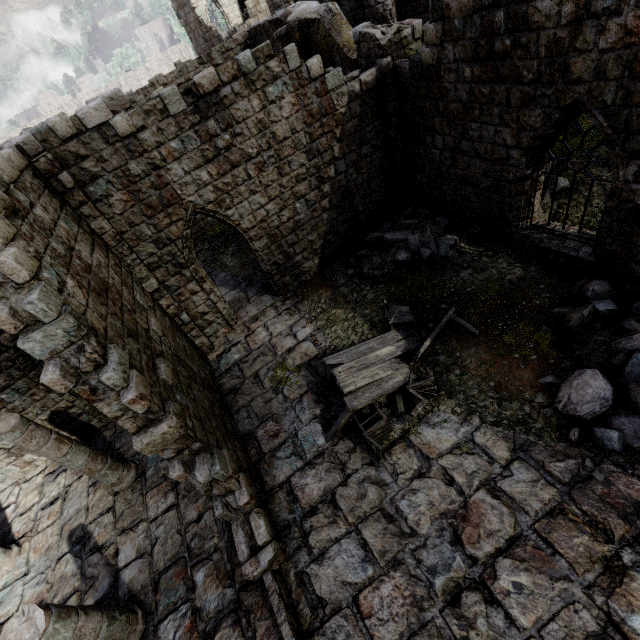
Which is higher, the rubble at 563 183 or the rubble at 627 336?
the rubble at 563 183

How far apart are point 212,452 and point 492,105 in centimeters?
941cm

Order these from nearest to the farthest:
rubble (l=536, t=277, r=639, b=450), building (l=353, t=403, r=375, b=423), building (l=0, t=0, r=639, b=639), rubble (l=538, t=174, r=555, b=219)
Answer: building (l=0, t=0, r=639, b=639)
rubble (l=536, t=277, r=639, b=450)
building (l=353, t=403, r=375, b=423)
rubble (l=538, t=174, r=555, b=219)

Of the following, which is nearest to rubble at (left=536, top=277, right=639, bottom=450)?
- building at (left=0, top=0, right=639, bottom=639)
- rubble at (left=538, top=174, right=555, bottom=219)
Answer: building at (left=0, top=0, right=639, bottom=639)

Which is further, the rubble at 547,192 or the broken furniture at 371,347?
the rubble at 547,192

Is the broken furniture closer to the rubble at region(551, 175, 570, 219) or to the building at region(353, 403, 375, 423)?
the building at region(353, 403, 375, 423)

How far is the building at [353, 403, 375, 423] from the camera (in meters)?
7.54

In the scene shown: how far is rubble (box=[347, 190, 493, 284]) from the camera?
9.3m
